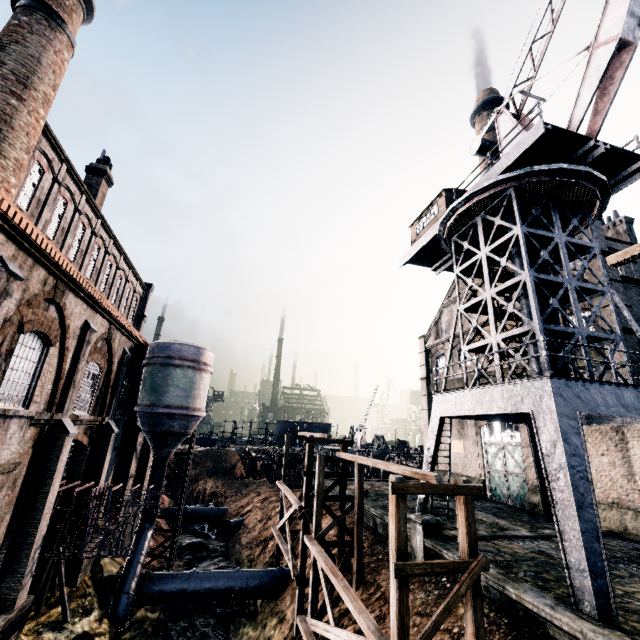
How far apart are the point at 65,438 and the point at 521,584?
17.9 meters

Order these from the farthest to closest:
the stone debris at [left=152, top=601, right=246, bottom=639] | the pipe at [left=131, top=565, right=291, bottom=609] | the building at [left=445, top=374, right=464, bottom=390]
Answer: the building at [left=445, top=374, right=464, bottom=390] → the pipe at [left=131, top=565, right=291, bottom=609] → the stone debris at [left=152, top=601, right=246, bottom=639]

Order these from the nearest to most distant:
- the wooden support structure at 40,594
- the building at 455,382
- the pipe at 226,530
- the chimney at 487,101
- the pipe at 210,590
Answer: the wooden support structure at 40,594
the pipe at 210,590
the building at 455,382
the pipe at 226,530
the chimney at 487,101

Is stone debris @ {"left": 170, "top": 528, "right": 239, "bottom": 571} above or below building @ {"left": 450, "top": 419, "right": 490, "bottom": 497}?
below

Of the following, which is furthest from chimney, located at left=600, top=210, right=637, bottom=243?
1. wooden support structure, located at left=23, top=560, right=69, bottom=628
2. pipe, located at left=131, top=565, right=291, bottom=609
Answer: wooden support structure, located at left=23, top=560, right=69, bottom=628

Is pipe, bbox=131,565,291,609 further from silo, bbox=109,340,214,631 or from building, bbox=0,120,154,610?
building, bbox=0,120,154,610

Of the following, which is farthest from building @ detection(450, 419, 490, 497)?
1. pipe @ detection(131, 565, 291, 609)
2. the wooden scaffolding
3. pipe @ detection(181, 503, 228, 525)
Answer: the wooden scaffolding

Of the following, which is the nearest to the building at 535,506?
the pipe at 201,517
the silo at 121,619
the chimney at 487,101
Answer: the silo at 121,619
